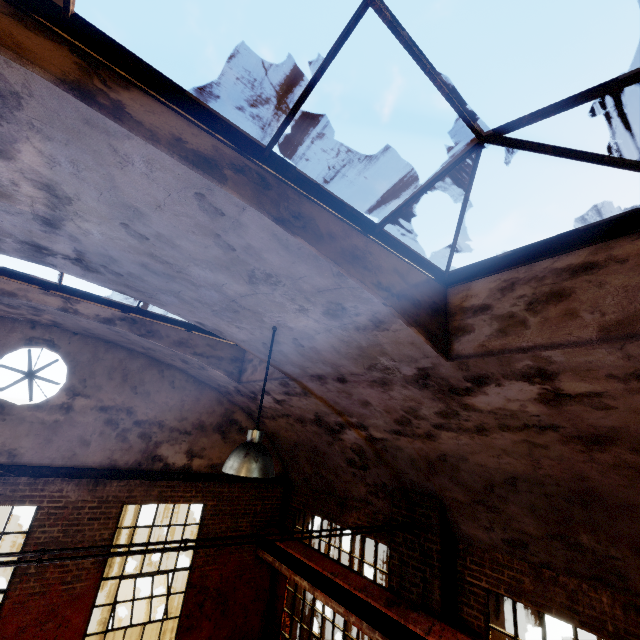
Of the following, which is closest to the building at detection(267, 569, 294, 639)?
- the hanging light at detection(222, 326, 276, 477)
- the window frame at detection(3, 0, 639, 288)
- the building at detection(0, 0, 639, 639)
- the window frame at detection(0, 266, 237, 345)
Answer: the building at detection(0, 0, 639, 639)

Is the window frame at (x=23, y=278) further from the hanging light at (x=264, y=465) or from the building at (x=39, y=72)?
the hanging light at (x=264, y=465)

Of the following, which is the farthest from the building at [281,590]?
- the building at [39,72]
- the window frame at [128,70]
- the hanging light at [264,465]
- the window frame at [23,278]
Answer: the window frame at [128,70]

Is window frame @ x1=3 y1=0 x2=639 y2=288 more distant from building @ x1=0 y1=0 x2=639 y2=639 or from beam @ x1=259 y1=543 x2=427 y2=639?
beam @ x1=259 y1=543 x2=427 y2=639

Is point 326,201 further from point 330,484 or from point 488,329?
point 330,484

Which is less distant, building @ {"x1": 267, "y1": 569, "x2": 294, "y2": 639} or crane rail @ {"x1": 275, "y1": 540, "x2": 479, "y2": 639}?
crane rail @ {"x1": 275, "y1": 540, "x2": 479, "y2": 639}

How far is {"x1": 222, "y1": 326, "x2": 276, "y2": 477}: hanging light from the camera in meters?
3.2 m

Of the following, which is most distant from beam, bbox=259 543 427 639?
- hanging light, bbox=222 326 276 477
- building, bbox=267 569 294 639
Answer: hanging light, bbox=222 326 276 477
